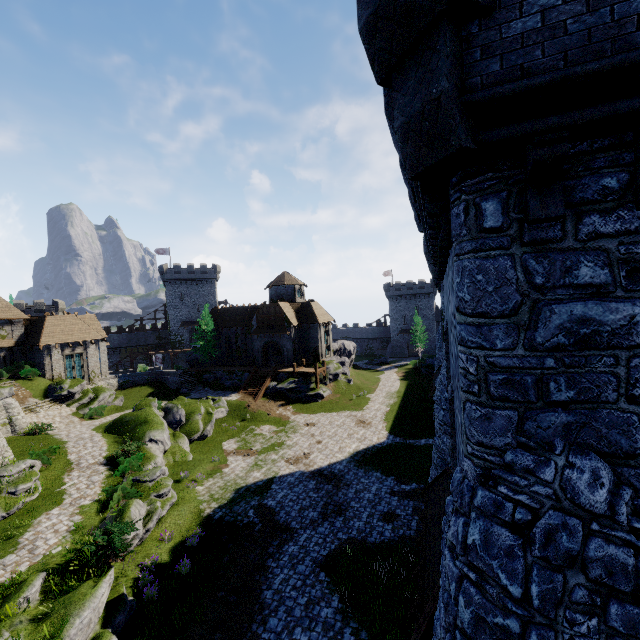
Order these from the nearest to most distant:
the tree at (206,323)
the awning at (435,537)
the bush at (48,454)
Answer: the awning at (435,537) → the bush at (48,454) → the tree at (206,323)

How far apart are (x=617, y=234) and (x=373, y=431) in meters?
29.3

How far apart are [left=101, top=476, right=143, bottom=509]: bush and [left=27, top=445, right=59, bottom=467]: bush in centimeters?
521cm

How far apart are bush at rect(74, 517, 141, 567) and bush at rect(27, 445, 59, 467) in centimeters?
869cm

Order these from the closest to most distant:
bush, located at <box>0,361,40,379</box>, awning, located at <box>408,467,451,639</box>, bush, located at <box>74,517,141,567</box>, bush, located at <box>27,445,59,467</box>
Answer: awning, located at <box>408,467,451,639</box>, bush, located at <box>74,517,141,567</box>, bush, located at <box>27,445,59,467</box>, bush, located at <box>0,361,40,379</box>

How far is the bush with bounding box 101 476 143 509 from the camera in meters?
17.6

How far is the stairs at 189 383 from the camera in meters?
43.1 m

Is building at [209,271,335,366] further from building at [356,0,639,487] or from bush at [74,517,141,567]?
bush at [74,517,141,567]
